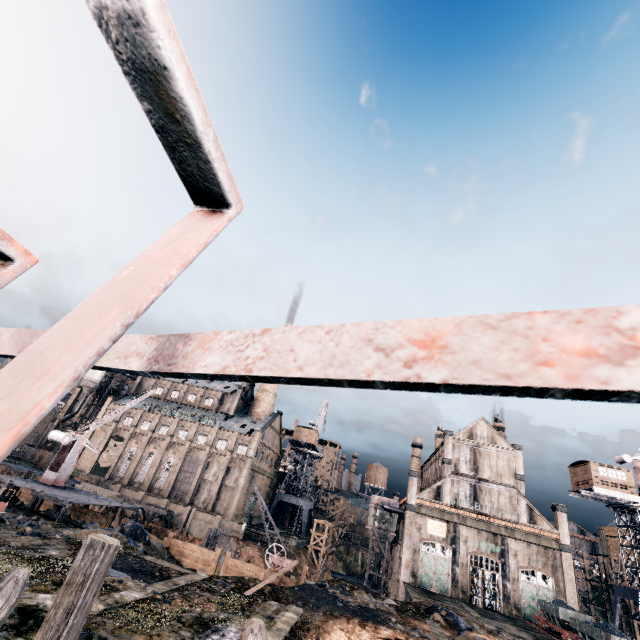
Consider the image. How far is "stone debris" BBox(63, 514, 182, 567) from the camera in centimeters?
2072cm

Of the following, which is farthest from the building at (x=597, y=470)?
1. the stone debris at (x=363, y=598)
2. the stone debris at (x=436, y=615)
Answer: the stone debris at (x=363, y=598)

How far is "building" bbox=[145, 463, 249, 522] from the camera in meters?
56.8 m

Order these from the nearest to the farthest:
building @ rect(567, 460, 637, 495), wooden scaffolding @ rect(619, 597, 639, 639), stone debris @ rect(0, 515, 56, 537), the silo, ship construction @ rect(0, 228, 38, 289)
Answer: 1. ship construction @ rect(0, 228, 38, 289)
2. stone debris @ rect(0, 515, 56, 537)
3. building @ rect(567, 460, 637, 495)
4. wooden scaffolding @ rect(619, 597, 639, 639)
5. the silo

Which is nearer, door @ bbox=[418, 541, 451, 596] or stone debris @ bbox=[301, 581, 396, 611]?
stone debris @ bbox=[301, 581, 396, 611]

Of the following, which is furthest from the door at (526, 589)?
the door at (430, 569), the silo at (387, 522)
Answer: the silo at (387, 522)

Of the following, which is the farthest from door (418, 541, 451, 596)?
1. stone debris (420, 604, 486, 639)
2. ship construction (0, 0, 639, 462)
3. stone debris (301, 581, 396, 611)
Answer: ship construction (0, 0, 639, 462)

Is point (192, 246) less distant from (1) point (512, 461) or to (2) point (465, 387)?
(2) point (465, 387)
